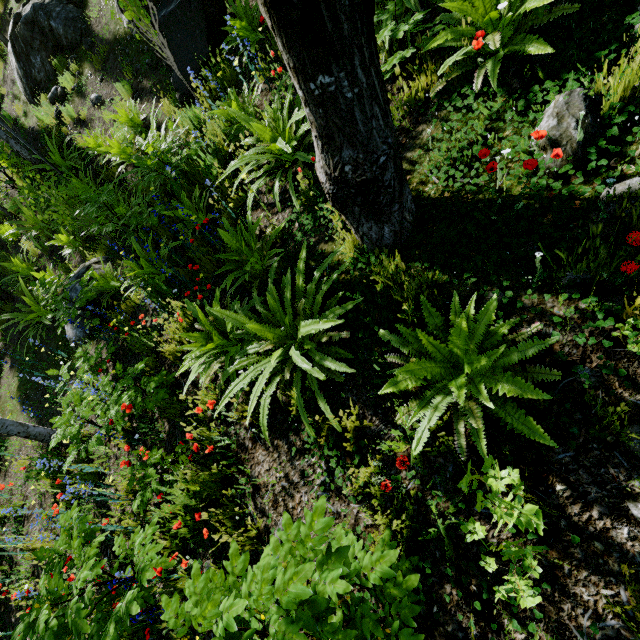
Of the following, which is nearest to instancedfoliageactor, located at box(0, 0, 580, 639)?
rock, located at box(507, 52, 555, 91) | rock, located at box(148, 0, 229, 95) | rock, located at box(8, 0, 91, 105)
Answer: rock, located at box(507, 52, 555, 91)

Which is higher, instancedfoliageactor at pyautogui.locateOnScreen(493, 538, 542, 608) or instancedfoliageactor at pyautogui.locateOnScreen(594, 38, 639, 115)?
instancedfoliageactor at pyautogui.locateOnScreen(594, 38, 639, 115)

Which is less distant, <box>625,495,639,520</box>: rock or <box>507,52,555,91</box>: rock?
<box>625,495,639,520</box>: rock

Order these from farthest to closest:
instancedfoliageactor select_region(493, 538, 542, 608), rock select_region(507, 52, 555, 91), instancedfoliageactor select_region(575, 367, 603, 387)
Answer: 1. rock select_region(507, 52, 555, 91)
2. instancedfoliageactor select_region(575, 367, 603, 387)
3. instancedfoliageactor select_region(493, 538, 542, 608)

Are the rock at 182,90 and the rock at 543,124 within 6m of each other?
yes

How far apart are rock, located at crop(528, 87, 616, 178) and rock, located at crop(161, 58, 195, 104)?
5.31m

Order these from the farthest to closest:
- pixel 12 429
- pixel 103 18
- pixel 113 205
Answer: pixel 103 18, pixel 113 205, pixel 12 429

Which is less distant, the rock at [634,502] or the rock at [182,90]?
the rock at [634,502]
